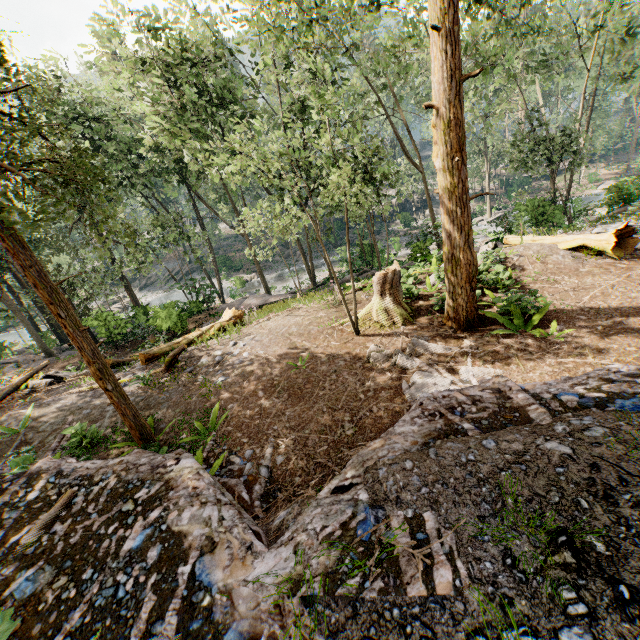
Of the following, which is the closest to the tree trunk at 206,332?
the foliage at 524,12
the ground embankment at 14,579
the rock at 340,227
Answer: the ground embankment at 14,579

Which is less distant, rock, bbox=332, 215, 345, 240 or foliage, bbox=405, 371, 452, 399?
foliage, bbox=405, 371, 452, 399

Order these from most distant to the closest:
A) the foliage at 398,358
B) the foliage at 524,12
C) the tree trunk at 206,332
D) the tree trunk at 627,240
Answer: the tree trunk at 206,332, the tree trunk at 627,240, the foliage at 398,358, the foliage at 524,12

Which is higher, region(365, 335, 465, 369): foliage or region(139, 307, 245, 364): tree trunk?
region(365, 335, 465, 369): foliage

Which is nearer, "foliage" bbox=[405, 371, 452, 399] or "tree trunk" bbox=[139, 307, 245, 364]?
"foliage" bbox=[405, 371, 452, 399]

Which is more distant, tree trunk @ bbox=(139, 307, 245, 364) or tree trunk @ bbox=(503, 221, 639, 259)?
tree trunk @ bbox=(139, 307, 245, 364)

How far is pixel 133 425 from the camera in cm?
693

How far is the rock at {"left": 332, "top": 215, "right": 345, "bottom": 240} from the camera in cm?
4610
